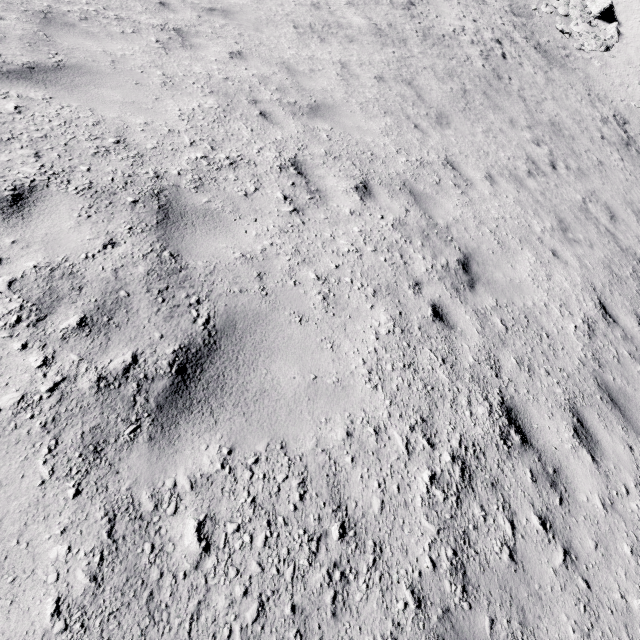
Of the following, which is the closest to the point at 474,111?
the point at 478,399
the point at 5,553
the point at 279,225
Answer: the point at 279,225
